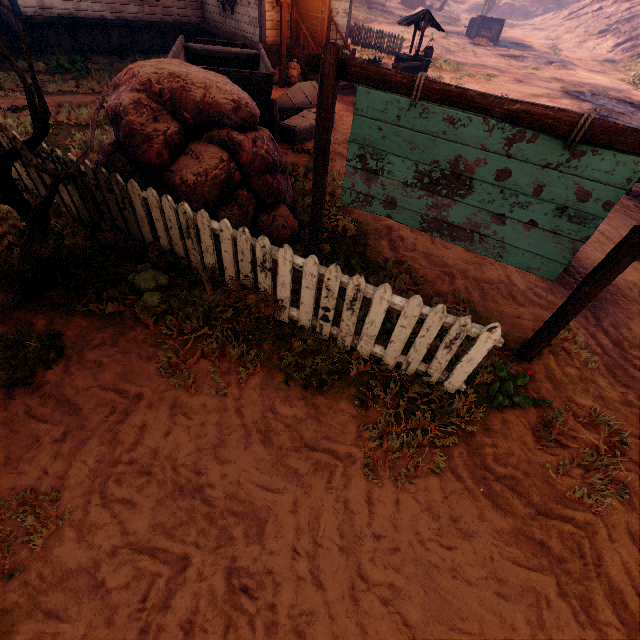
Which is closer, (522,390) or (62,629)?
(62,629)

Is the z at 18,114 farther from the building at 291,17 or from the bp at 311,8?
the bp at 311,8

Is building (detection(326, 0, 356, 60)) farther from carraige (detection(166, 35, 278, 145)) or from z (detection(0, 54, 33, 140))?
carraige (detection(166, 35, 278, 145))

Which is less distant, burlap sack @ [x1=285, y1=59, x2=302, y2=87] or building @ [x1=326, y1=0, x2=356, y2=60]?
burlap sack @ [x1=285, y1=59, x2=302, y2=87]

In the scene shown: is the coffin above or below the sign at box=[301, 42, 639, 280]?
below

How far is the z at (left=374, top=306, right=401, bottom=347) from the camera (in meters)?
3.52

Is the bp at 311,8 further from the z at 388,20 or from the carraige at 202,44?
the carraige at 202,44

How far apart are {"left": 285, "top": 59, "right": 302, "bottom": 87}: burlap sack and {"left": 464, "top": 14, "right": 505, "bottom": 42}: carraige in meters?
31.7 m
